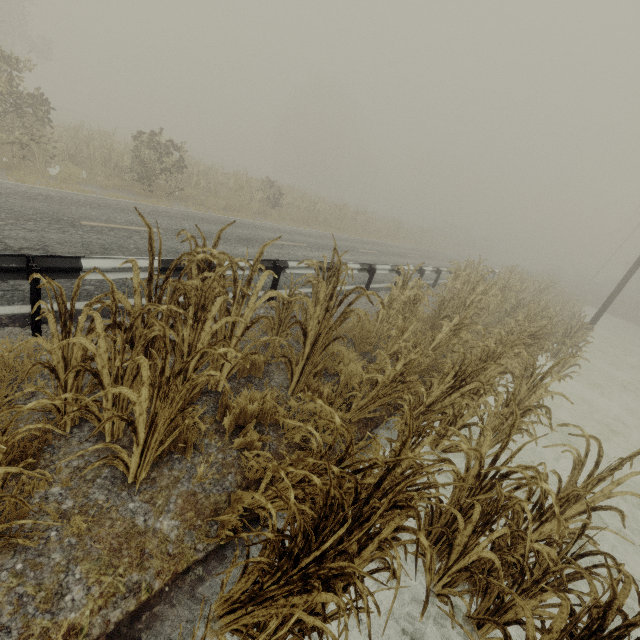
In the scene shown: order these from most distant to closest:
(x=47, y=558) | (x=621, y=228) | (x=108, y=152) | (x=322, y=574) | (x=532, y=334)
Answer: (x=621, y=228) → (x=108, y=152) → (x=532, y=334) → (x=47, y=558) → (x=322, y=574)

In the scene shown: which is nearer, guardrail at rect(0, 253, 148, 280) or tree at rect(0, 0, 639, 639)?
tree at rect(0, 0, 639, 639)

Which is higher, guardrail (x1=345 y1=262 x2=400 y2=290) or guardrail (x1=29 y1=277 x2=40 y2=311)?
guardrail (x1=345 y1=262 x2=400 y2=290)

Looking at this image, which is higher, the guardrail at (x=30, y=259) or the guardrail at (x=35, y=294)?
the guardrail at (x=30, y=259)

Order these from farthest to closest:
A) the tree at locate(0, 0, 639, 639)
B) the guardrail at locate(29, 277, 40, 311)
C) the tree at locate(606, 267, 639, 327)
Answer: the tree at locate(606, 267, 639, 327) → the guardrail at locate(29, 277, 40, 311) → the tree at locate(0, 0, 639, 639)

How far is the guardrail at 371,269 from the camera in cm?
942

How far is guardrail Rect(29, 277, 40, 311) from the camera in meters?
3.5 m
